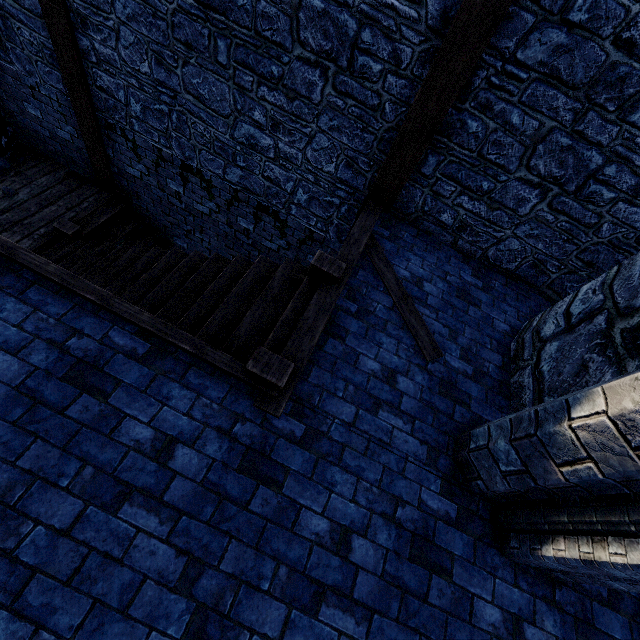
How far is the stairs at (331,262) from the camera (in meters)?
3.24

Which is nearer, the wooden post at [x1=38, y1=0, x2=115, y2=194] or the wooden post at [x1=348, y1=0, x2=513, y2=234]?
the wooden post at [x1=348, y1=0, x2=513, y2=234]

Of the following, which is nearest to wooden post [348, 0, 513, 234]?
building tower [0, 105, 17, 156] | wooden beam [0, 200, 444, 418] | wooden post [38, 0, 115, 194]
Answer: wooden beam [0, 200, 444, 418]

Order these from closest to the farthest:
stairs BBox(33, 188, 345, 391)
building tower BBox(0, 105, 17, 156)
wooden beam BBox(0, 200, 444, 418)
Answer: wooden beam BBox(0, 200, 444, 418) → stairs BBox(33, 188, 345, 391) → building tower BBox(0, 105, 17, 156)

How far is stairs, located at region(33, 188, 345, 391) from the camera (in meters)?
3.24

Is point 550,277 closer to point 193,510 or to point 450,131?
point 450,131

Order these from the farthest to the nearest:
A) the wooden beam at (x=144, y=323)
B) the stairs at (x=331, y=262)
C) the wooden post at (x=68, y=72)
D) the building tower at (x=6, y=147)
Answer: the building tower at (x=6, y=147), the wooden post at (x=68, y=72), the stairs at (x=331, y=262), the wooden beam at (x=144, y=323)

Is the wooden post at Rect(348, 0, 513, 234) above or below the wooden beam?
above
